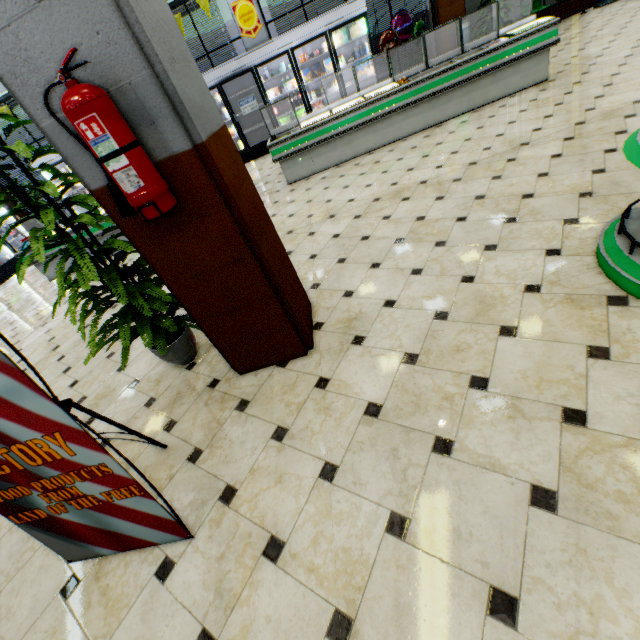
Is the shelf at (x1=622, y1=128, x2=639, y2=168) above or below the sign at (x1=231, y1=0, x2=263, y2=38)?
below

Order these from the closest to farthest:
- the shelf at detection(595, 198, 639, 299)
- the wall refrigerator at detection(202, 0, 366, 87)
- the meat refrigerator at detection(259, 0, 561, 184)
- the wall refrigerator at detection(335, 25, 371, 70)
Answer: the shelf at detection(595, 198, 639, 299) < the meat refrigerator at detection(259, 0, 561, 184) < the wall refrigerator at detection(202, 0, 366, 87) < the wall refrigerator at detection(335, 25, 371, 70)

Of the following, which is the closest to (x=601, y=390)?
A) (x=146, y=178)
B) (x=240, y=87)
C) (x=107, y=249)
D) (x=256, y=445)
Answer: (x=256, y=445)

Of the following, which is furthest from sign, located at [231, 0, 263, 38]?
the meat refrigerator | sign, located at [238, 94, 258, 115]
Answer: the meat refrigerator

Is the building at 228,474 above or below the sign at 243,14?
below

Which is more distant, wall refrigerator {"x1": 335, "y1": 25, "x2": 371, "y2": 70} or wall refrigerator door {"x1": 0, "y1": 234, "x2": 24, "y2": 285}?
wall refrigerator door {"x1": 0, "y1": 234, "x2": 24, "y2": 285}

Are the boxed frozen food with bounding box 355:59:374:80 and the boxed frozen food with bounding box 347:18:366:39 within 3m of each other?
yes

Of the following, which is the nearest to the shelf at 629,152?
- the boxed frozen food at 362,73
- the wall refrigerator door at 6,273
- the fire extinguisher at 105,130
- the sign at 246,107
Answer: the fire extinguisher at 105,130
